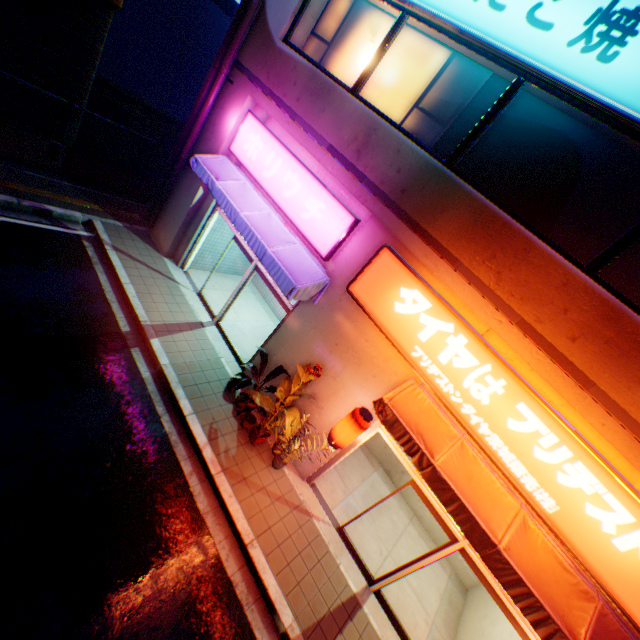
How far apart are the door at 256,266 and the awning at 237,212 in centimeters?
20cm

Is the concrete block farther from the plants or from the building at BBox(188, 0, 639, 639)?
the plants

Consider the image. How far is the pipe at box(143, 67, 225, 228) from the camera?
8.5 meters

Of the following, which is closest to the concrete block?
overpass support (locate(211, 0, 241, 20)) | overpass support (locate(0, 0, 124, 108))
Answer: overpass support (locate(0, 0, 124, 108))

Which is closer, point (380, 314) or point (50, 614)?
point (50, 614)

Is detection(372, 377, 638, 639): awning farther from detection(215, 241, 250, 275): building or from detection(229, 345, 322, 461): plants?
detection(229, 345, 322, 461): plants

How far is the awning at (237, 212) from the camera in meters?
6.8 m

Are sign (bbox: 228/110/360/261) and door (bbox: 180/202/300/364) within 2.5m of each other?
yes
